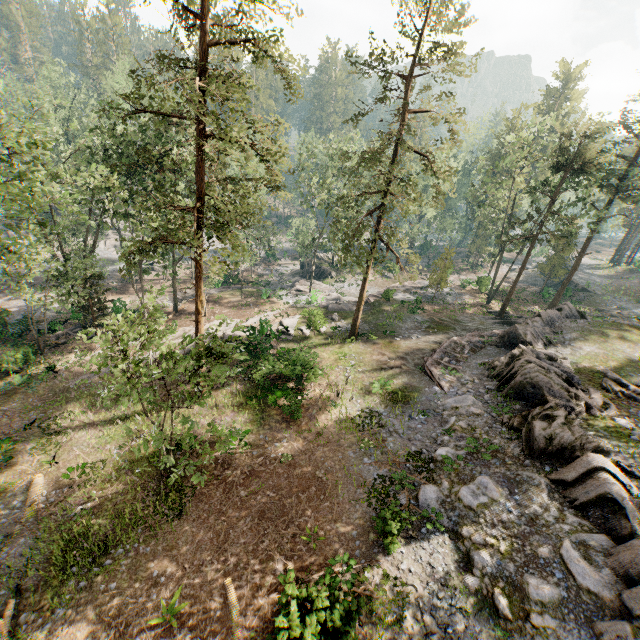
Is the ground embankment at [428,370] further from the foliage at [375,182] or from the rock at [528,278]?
the rock at [528,278]

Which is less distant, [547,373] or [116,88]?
[547,373]

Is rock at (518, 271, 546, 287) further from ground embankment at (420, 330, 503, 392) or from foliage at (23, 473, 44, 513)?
ground embankment at (420, 330, 503, 392)

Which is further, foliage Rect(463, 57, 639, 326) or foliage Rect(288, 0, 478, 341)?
foliage Rect(463, 57, 639, 326)

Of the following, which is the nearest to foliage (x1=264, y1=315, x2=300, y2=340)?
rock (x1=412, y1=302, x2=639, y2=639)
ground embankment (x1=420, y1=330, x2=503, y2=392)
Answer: rock (x1=412, y1=302, x2=639, y2=639)

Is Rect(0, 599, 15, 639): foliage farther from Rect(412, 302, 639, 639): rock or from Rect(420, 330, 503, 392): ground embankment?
Rect(420, 330, 503, 392): ground embankment

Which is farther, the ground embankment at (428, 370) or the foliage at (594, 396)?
the ground embankment at (428, 370)
